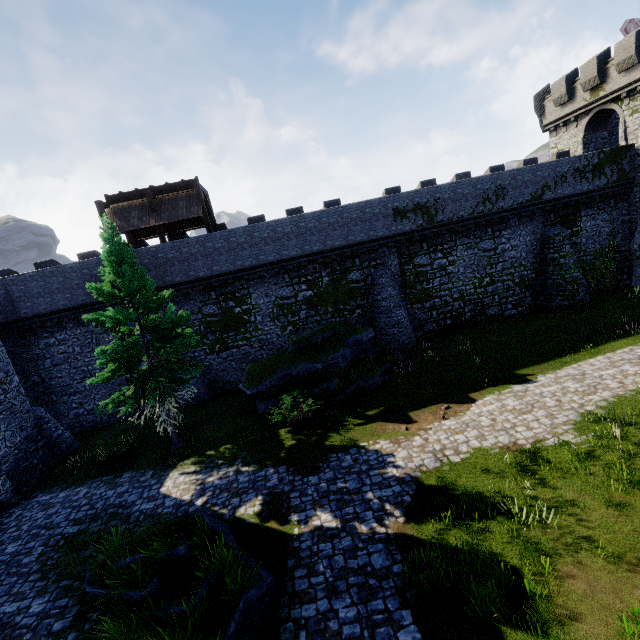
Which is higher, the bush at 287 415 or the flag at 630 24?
the flag at 630 24

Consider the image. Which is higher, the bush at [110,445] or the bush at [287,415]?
the bush at [110,445]

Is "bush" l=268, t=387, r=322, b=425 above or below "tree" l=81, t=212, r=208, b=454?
below

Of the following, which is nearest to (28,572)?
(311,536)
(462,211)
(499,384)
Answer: (311,536)

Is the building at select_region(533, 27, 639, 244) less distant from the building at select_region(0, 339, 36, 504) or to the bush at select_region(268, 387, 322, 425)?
the bush at select_region(268, 387, 322, 425)

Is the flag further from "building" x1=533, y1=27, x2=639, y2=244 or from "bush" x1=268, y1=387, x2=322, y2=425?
"bush" x1=268, y1=387, x2=322, y2=425

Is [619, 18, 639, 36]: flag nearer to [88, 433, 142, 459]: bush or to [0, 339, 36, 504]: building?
[0, 339, 36, 504]: building

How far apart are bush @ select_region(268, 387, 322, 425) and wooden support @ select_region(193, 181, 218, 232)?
11.2m
